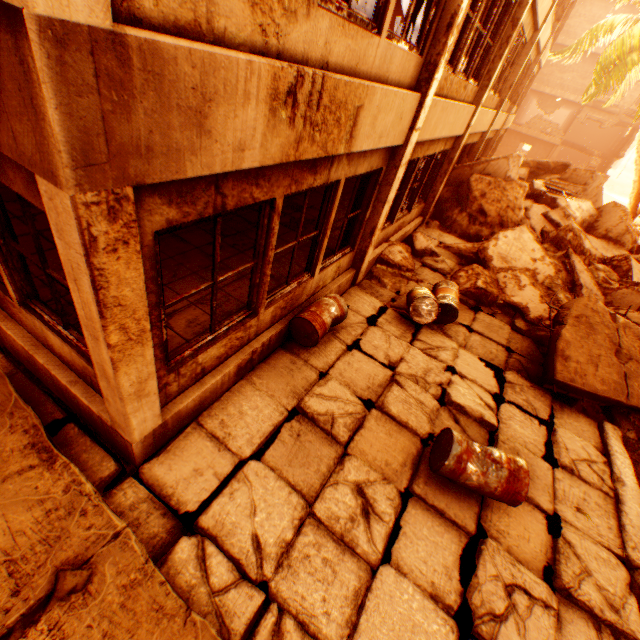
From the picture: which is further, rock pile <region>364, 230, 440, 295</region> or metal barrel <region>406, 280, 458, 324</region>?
rock pile <region>364, 230, 440, 295</region>

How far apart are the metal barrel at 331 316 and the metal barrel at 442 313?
1.3 meters

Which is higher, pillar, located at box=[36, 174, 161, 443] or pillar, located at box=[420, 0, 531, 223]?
pillar, located at box=[420, 0, 531, 223]

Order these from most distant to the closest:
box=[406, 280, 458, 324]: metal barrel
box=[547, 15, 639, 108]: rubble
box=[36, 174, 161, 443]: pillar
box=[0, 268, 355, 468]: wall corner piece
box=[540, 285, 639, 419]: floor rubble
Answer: box=[547, 15, 639, 108]: rubble
box=[406, 280, 458, 324]: metal barrel
box=[540, 285, 639, 419]: floor rubble
box=[0, 268, 355, 468]: wall corner piece
box=[36, 174, 161, 443]: pillar

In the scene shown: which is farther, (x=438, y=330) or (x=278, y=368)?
(x=438, y=330)

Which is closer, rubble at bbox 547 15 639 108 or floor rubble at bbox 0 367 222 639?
floor rubble at bbox 0 367 222 639

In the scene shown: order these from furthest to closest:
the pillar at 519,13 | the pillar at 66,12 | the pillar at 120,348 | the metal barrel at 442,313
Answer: the pillar at 519,13 → the metal barrel at 442,313 → the pillar at 120,348 → the pillar at 66,12

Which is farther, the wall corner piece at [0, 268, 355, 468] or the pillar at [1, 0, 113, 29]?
the wall corner piece at [0, 268, 355, 468]
